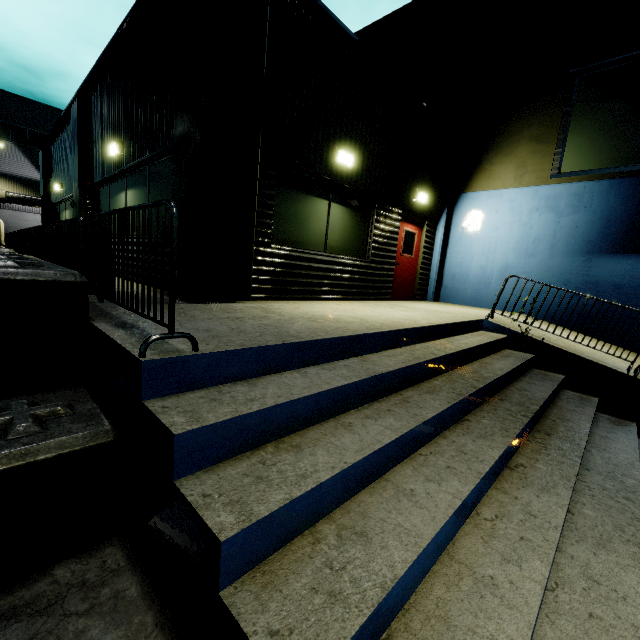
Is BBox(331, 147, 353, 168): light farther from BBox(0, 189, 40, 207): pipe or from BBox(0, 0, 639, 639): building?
BBox(0, 189, 40, 207): pipe

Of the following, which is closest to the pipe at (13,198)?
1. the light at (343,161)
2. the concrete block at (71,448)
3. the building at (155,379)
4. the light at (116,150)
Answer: the building at (155,379)

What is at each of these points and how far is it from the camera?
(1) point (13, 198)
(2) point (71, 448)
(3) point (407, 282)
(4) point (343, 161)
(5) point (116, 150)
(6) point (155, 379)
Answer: (1) pipe, 28.4 meters
(2) concrete block, 2.0 meters
(3) door, 9.7 meters
(4) light, 6.5 meters
(5) light, 7.3 meters
(6) building, 2.0 meters

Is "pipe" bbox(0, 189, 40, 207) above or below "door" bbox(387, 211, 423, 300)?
above

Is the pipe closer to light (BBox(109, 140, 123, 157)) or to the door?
light (BBox(109, 140, 123, 157))

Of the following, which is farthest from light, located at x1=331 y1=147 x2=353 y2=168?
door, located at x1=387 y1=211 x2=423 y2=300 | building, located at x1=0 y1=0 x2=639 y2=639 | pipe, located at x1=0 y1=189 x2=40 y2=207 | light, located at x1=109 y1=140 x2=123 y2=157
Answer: pipe, located at x1=0 y1=189 x2=40 y2=207

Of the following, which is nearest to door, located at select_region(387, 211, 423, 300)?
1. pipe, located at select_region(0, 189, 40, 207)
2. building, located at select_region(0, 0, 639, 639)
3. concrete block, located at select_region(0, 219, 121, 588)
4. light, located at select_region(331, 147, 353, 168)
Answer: building, located at select_region(0, 0, 639, 639)

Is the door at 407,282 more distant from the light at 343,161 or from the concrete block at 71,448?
the concrete block at 71,448
